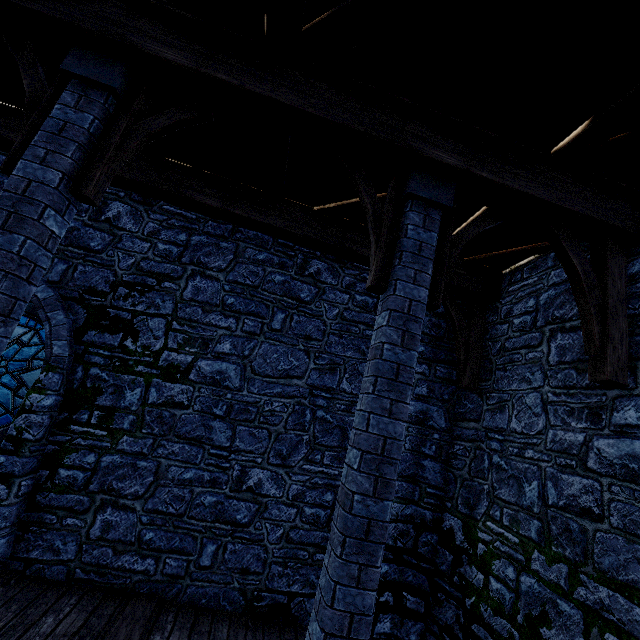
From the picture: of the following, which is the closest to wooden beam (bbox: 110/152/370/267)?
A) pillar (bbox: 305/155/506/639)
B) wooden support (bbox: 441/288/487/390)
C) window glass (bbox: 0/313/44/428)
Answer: wooden support (bbox: 441/288/487/390)

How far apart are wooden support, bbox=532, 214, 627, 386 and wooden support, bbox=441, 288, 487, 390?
2.01m

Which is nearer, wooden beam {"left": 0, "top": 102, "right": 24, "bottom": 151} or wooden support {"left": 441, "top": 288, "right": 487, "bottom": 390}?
wooden beam {"left": 0, "top": 102, "right": 24, "bottom": 151}

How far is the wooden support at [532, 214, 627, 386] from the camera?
3.1m

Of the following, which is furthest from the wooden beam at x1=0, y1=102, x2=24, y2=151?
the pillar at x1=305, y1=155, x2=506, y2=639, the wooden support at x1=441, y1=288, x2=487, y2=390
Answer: the pillar at x1=305, y1=155, x2=506, y2=639

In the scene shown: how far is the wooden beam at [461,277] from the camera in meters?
5.4 m

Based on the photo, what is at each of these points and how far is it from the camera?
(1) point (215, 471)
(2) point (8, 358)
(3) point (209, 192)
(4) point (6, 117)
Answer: (1) building tower, 4.80m
(2) window glass, 5.63m
(3) wooden beam, 4.95m
(4) wooden beam, 4.64m

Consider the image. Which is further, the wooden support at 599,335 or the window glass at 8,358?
the window glass at 8,358
